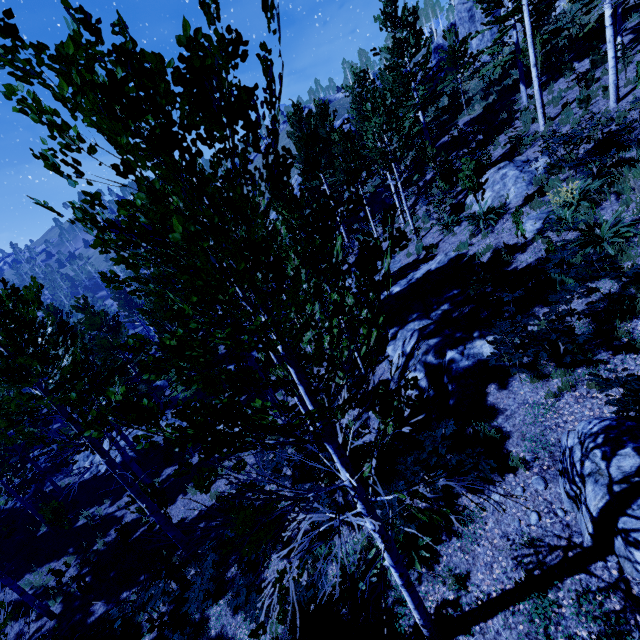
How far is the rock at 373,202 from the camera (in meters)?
24.73

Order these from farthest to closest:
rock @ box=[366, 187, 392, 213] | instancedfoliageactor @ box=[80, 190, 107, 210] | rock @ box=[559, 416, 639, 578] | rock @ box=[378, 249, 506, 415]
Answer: rock @ box=[366, 187, 392, 213], rock @ box=[378, 249, 506, 415], rock @ box=[559, 416, 639, 578], instancedfoliageactor @ box=[80, 190, 107, 210]

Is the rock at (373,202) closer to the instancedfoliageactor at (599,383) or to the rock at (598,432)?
the instancedfoliageactor at (599,383)

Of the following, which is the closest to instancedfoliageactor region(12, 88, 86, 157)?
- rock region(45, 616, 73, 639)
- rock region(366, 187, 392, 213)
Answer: rock region(45, 616, 73, 639)

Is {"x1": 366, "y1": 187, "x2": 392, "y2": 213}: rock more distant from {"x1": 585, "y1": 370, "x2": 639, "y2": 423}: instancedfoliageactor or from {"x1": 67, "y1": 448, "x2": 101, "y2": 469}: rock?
{"x1": 67, "y1": 448, "x2": 101, "y2": 469}: rock

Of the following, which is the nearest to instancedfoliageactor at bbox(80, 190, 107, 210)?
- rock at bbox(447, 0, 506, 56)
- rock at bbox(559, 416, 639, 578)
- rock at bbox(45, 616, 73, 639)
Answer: rock at bbox(45, 616, 73, 639)

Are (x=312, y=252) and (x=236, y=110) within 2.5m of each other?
yes

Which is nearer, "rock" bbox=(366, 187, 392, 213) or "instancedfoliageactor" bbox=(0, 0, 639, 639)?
"instancedfoliageactor" bbox=(0, 0, 639, 639)
